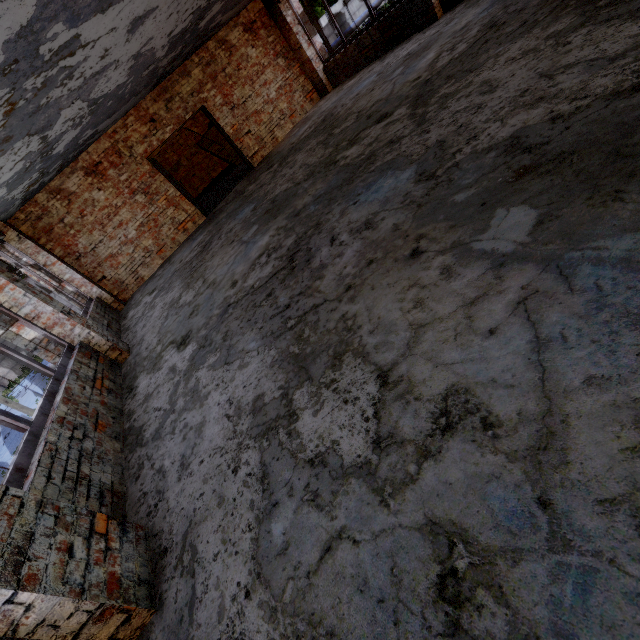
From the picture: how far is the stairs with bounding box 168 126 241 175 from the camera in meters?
15.2 m

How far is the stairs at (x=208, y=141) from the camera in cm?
1522

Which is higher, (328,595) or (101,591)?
(101,591)
